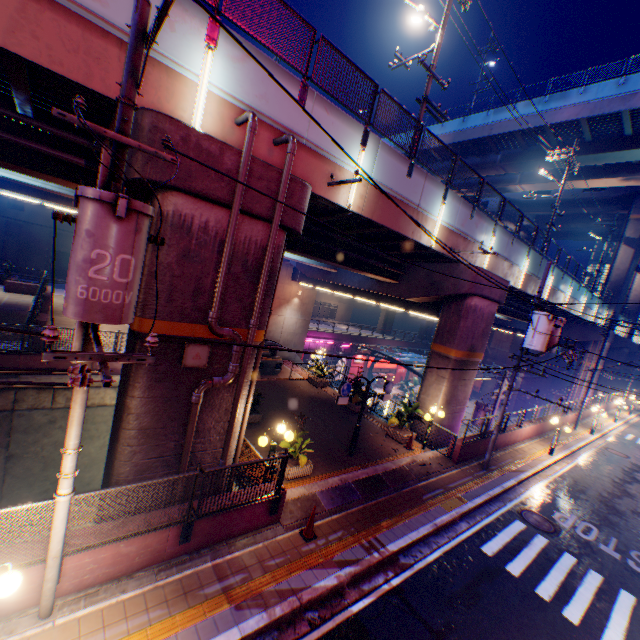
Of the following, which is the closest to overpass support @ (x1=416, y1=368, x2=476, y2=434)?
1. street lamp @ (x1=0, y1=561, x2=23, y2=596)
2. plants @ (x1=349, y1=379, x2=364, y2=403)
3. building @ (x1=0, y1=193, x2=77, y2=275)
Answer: plants @ (x1=349, y1=379, x2=364, y2=403)

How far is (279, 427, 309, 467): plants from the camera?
10.6m

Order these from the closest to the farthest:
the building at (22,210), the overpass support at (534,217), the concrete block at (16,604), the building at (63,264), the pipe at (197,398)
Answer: the concrete block at (16,604) < the pipe at (197,398) < the building at (22,210) < the building at (63,264) < the overpass support at (534,217)

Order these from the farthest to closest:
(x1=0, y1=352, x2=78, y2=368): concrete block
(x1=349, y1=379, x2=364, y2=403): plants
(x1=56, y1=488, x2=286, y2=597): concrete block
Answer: (x1=349, y1=379, x2=364, y2=403): plants → (x1=0, y1=352, x2=78, y2=368): concrete block → (x1=56, y1=488, x2=286, y2=597): concrete block

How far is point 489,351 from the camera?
54.3 meters

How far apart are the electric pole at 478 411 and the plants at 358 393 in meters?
8.6 m

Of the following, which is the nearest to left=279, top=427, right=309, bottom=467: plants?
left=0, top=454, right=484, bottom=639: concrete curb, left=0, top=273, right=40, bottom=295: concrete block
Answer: left=0, top=454, right=484, bottom=639: concrete curb

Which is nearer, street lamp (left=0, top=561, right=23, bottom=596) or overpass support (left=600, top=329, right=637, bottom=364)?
street lamp (left=0, top=561, right=23, bottom=596)
